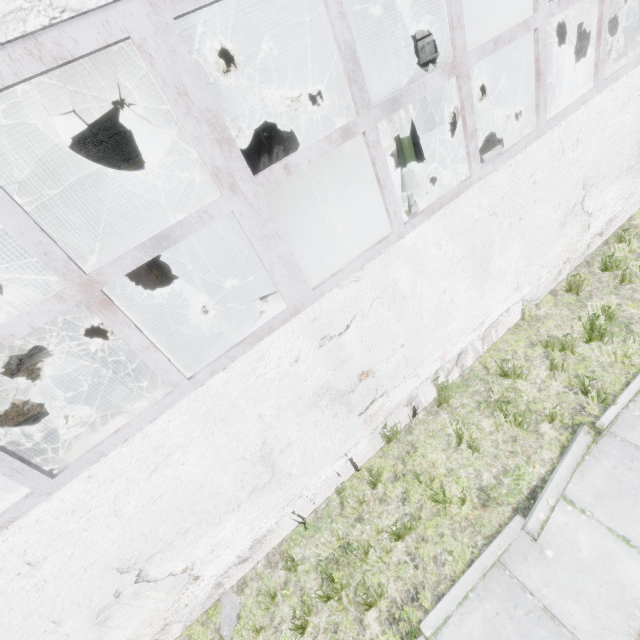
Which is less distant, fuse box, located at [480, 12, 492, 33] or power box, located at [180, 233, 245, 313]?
power box, located at [180, 233, 245, 313]

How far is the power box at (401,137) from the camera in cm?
1057

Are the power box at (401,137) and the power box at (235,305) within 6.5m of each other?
no

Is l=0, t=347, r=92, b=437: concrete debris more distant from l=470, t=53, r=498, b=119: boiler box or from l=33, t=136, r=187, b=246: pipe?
l=33, t=136, r=187, b=246: pipe

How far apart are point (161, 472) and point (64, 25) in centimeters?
340cm

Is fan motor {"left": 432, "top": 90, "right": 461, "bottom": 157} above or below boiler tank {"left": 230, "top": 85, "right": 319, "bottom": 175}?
below

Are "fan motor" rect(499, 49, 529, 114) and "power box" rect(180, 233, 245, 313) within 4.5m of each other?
no

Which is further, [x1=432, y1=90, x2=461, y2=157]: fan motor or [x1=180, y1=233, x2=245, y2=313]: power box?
[x1=432, y1=90, x2=461, y2=157]: fan motor
